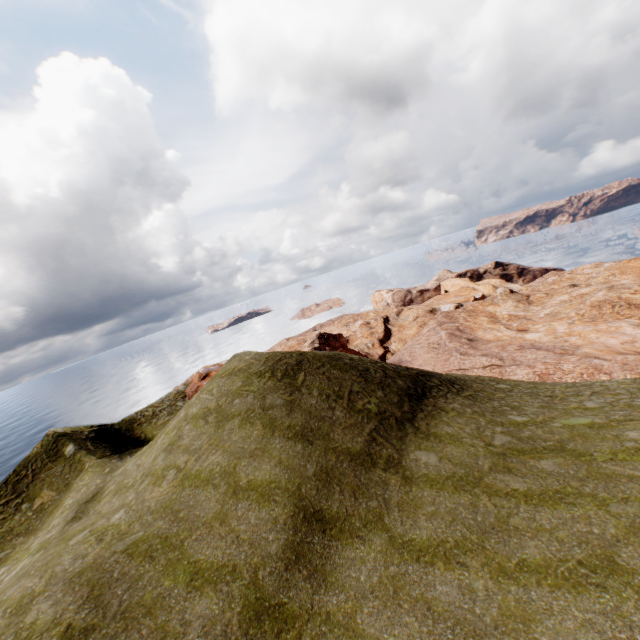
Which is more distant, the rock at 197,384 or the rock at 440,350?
the rock at 197,384

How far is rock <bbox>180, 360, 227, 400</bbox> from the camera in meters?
37.1

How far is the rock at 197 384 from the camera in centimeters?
3712cm

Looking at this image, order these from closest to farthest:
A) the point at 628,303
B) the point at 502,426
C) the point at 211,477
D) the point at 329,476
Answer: the point at 329,476, the point at 211,477, the point at 502,426, the point at 628,303

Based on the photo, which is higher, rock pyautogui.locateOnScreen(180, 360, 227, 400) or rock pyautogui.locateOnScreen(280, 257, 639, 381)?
rock pyautogui.locateOnScreen(180, 360, 227, 400)

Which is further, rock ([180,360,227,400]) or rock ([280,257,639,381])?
rock ([180,360,227,400])
